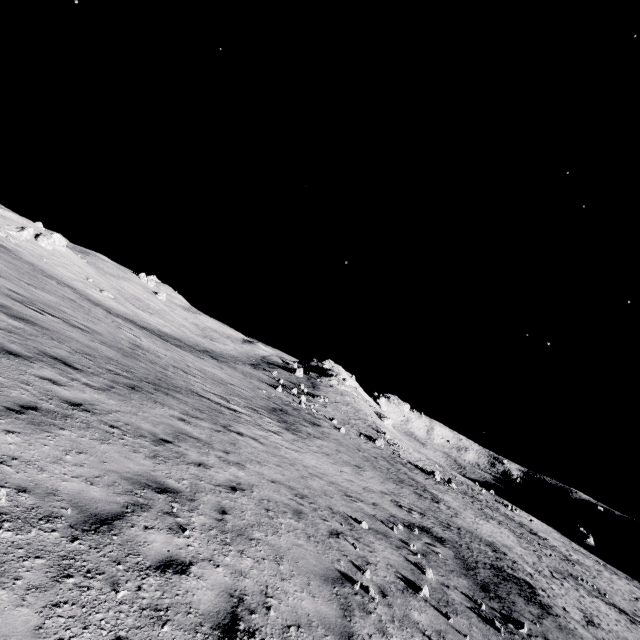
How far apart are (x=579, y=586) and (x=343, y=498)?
29.5 meters

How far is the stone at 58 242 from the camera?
54.1m

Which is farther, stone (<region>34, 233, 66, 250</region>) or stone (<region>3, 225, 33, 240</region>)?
stone (<region>34, 233, 66, 250</region>)

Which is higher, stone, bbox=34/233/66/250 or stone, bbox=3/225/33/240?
stone, bbox=34/233/66/250

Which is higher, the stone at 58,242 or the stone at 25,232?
the stone at 58,242

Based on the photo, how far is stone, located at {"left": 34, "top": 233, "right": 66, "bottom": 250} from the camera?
54.1m
